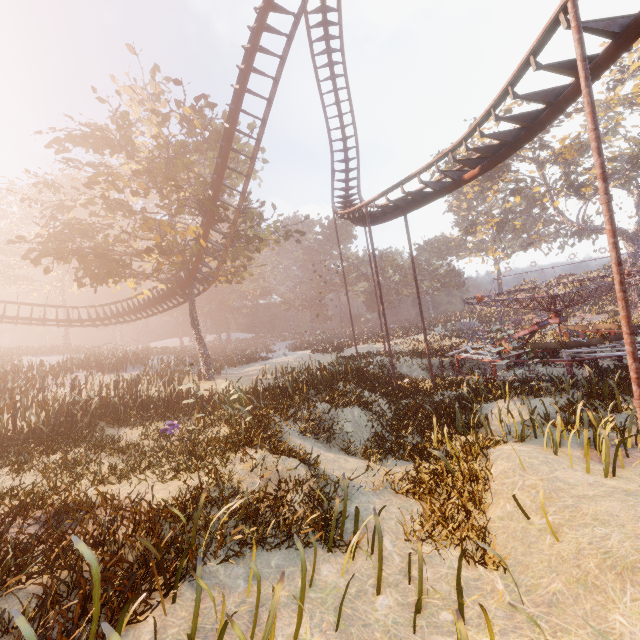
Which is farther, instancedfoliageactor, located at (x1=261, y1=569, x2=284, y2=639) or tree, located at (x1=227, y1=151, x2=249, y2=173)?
tree, located at (x1=227, y1=151, x2=249, y2=173)

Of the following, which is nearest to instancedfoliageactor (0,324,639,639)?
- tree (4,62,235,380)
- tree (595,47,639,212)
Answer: tree (4,62,235,380)

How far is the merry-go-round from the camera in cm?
1414

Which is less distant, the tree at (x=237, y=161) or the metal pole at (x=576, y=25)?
the metal pole at (x=576, y=25)

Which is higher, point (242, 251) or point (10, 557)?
point (242, 251)

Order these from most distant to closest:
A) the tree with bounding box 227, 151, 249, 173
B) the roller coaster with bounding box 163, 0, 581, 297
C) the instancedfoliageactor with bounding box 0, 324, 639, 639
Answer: the tree with bounding box 227, 151, 249, 173 < the roller coaster with bounding box 163, 0, 581, 297 < the instancedfoliageactor with bounding box 0, 324, 639, 639

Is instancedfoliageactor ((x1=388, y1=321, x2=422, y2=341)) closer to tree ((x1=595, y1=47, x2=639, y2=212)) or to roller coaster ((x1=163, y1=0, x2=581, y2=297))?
tree ((x1=595, y1=47, x2=639, y2=212))
